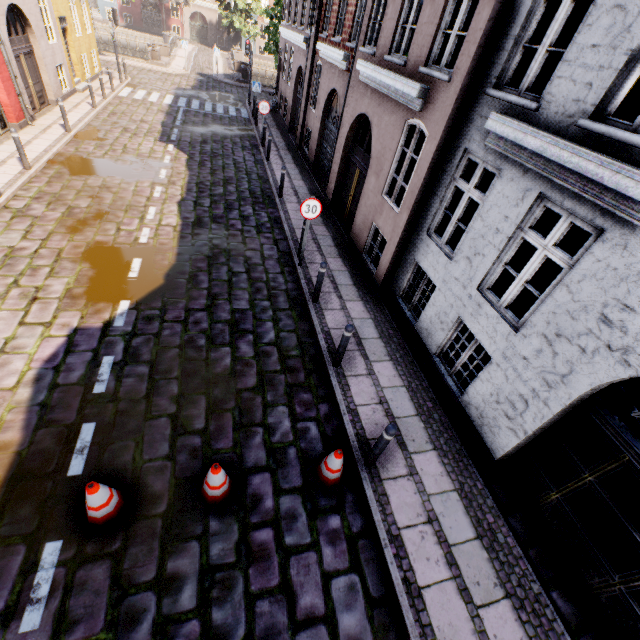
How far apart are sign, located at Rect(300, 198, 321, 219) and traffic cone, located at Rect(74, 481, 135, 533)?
6.3m

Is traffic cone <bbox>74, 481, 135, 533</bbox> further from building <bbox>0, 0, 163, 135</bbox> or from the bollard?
building <bbox>0, 0, 163, 135</bbox>

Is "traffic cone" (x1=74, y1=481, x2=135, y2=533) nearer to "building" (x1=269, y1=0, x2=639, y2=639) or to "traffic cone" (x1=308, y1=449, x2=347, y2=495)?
"traffic cone" (x1=308, y1=449, x2=347, y2=495)

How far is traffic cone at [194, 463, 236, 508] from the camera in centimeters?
411cm

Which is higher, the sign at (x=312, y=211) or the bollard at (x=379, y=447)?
the sign at (x=312, y=211)

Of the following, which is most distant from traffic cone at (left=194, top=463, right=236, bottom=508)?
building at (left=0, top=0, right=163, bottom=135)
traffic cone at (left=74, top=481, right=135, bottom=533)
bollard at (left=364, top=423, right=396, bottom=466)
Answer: building at (left=0, top=0, right=163, bottom=135)

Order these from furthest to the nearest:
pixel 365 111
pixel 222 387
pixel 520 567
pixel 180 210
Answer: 1. pixel 180 210
2. pixel 365 111
3. pixel 222 387
4. pixel 520 567

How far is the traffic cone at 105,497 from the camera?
3.7 meters
